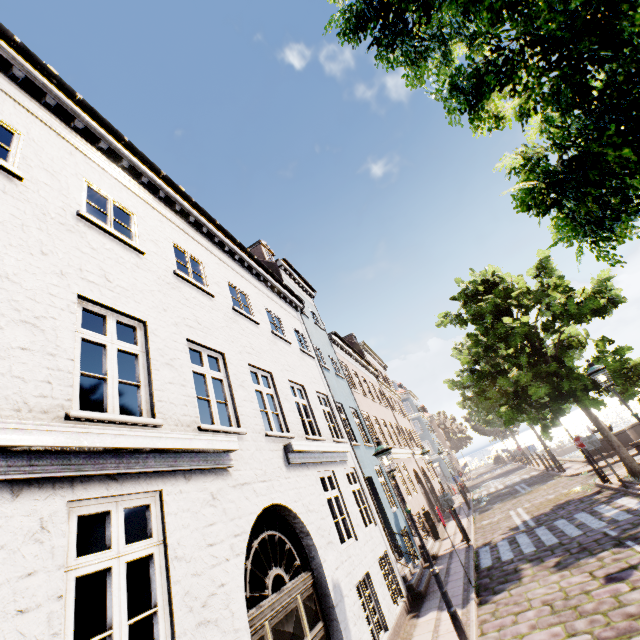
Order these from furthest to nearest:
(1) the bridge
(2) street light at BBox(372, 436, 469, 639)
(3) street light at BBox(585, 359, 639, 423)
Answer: (1) the bridge < (3) street light at BBox(585, 359, 639, 423) < (2) street light at BBox(372, 436, 469, 639)

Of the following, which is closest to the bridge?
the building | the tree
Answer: the tree

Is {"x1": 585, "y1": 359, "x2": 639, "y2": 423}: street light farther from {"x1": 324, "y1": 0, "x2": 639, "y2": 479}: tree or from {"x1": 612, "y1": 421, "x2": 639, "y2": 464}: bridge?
{"x1": 612, "y1": 421, "x2": 639, "y2": 464}: bridge

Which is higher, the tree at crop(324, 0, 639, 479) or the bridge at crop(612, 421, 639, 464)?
the tree at crop(324, 0, 639, 479)

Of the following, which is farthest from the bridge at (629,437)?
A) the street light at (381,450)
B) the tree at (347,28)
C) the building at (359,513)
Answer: the street light at (381,450)

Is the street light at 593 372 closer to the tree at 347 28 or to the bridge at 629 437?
the tree at 347 28

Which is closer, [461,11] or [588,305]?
[461,11]

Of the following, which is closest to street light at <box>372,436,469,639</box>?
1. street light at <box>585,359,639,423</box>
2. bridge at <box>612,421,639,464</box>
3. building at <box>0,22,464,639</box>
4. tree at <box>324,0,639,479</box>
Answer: tree at <box>324,0,639,479</box>
